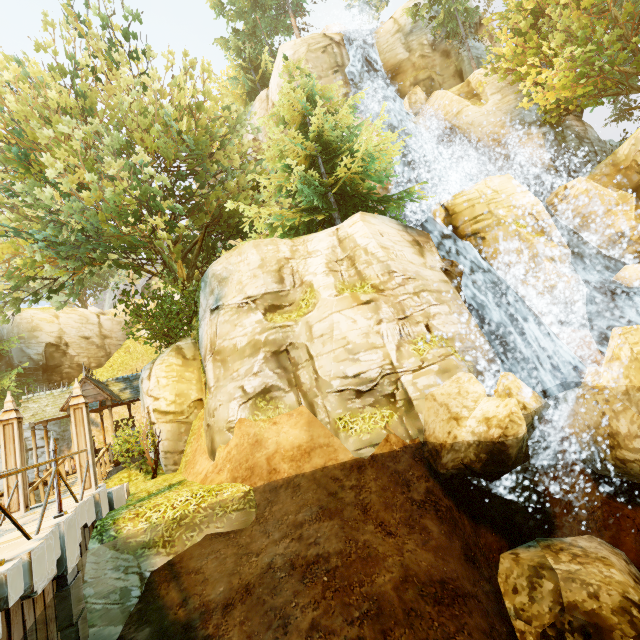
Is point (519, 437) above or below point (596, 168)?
below

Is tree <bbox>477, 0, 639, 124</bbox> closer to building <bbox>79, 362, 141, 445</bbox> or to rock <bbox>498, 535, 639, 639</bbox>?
building <bbox>79, 362, 141, 445</bbox>

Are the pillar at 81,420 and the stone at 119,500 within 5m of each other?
yes

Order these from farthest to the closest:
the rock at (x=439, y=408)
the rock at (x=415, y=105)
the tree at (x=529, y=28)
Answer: the rock at (x=415, y=105), the tree at (x=529, y=28), the rock at (x=439, y=408)

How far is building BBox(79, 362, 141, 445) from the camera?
15.84m

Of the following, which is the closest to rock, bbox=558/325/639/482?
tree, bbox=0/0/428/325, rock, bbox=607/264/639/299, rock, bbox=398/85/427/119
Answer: rock, bbox=607/264/639/299

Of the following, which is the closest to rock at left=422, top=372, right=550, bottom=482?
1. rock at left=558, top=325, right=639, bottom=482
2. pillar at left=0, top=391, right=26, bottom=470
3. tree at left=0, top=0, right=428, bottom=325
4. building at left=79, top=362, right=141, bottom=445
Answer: rock at left=558, top=325, right=639, bottom=482

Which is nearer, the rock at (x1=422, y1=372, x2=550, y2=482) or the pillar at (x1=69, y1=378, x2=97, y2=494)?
the rock at (x1=422, y1=372, x2=550, y2=482)
